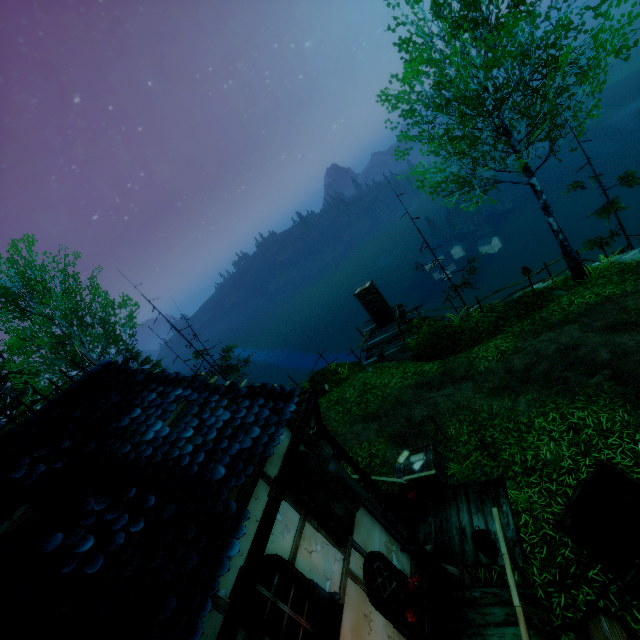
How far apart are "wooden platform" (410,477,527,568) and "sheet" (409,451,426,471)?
0.7m

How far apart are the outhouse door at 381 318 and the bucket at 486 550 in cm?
1321

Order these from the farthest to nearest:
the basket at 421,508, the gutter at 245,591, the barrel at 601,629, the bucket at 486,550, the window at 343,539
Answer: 1. the basket at 421,508
2. the bucket at 486,550
3. the window at 343,539
4. the barrel at 601,629
5. the gutter at 245,591

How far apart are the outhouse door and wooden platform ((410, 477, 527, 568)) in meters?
11.5

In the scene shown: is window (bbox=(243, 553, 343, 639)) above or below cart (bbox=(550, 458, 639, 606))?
above

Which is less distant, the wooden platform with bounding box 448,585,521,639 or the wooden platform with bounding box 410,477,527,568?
the wooden platform with bounding box 448,585,521,639

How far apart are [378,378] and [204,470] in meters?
10.9

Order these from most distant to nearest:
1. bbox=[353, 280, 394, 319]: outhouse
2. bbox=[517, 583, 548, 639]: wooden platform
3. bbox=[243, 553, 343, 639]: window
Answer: bbox=[353, 280, 394, 319]: outhouse
bbox=[517, 583, 548, 639]: wooden platform
bbox=[243, 553, 343, 639]: window
